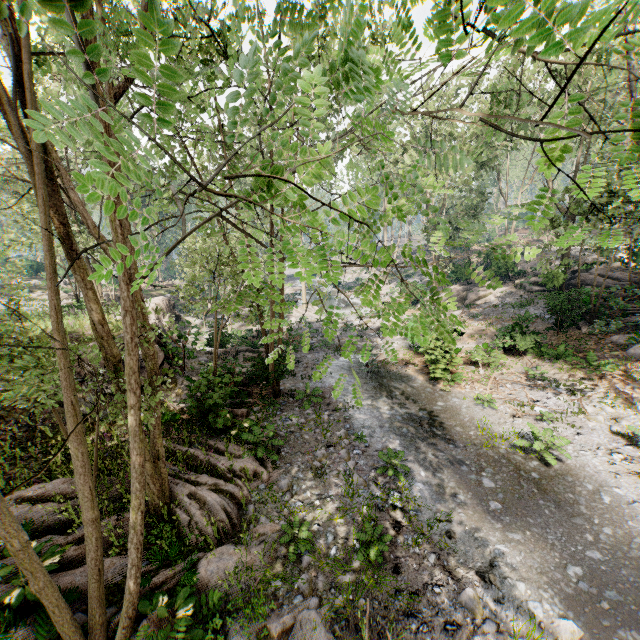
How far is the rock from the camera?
13.7 meters

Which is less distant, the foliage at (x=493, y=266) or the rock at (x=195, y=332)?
the foliage at (x=493, y=266)

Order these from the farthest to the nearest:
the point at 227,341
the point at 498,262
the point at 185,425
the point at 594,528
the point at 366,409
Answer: the point at 498,262, the point at 227,341, the point at 366,409, the point at 185,425, the point at 594,528

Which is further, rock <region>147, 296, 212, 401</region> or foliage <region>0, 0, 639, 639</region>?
rock <region>147, 296, 212, 401</region>

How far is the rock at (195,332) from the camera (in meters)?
13.68
